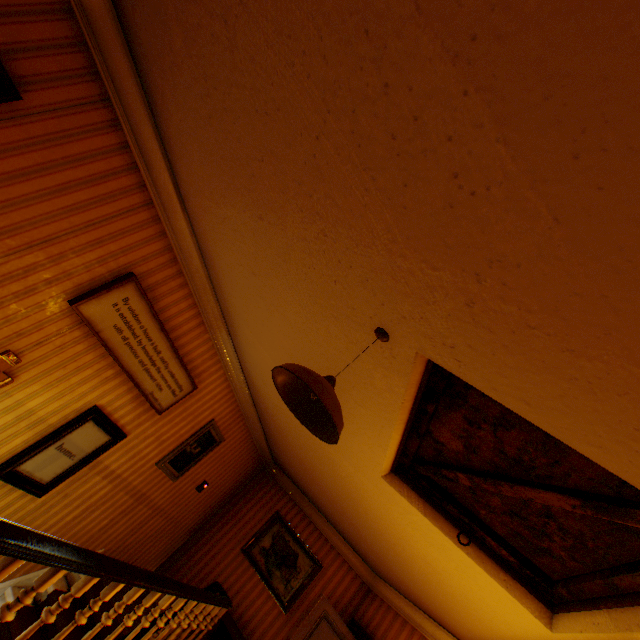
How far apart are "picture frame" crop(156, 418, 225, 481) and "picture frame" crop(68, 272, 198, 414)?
1.0m

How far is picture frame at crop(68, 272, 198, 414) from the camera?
3.0 meters

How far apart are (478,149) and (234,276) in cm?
254

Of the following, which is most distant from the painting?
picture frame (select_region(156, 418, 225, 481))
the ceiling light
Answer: the ceiling light

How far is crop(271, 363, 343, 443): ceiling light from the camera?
1.5 meters

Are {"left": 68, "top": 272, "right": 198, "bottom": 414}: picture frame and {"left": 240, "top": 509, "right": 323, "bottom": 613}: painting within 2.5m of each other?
no

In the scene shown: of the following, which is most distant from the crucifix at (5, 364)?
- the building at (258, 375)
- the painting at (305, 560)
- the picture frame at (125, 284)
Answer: the painting at (305, 560)

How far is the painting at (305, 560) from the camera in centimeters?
605cm
